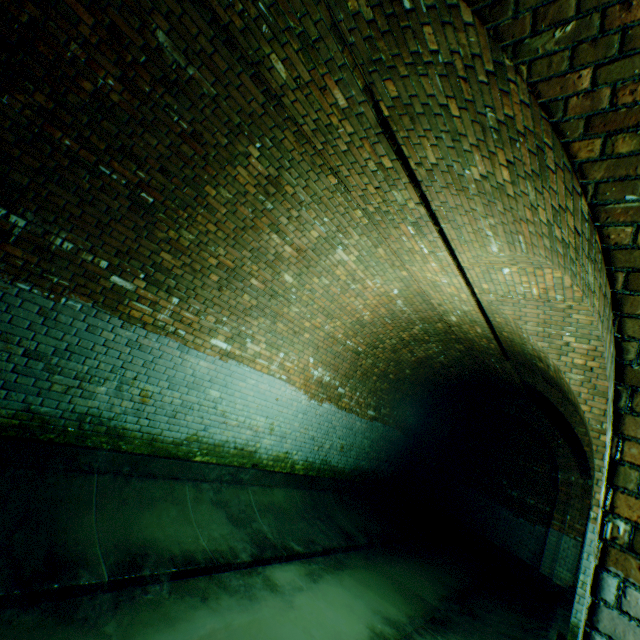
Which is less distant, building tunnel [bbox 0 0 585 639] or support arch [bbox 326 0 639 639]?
support arch [bbox 326 0 639 639]

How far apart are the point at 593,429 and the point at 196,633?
5.73m

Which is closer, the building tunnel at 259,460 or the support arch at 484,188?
the support arch at 484,188
